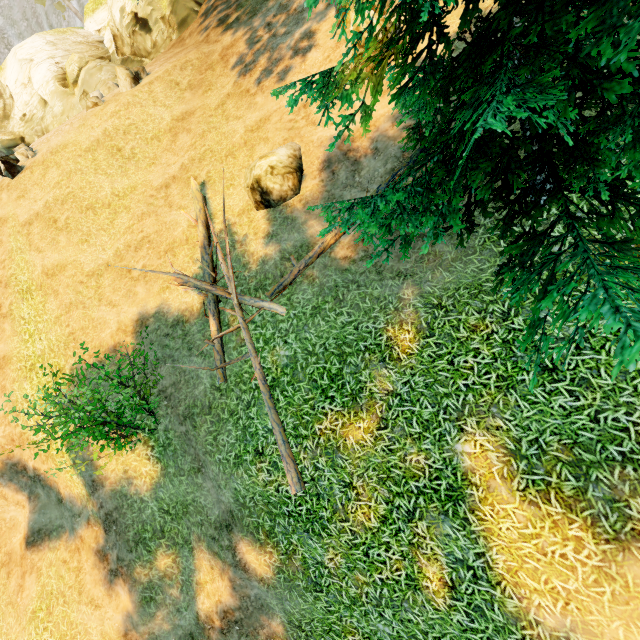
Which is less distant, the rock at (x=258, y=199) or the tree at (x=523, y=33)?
the tree at (x=523, y=33)

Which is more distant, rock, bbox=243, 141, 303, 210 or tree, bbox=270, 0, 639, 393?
rock, bbox=243, 141, 303, 210

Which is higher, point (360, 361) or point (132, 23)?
point (132, 23)

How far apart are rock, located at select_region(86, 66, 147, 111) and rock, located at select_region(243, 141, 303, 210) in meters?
8.5 m

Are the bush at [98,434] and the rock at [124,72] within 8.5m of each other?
no

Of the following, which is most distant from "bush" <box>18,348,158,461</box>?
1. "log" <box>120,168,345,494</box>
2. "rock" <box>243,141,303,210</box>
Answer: "rock" <box>243,141,303,210</box>

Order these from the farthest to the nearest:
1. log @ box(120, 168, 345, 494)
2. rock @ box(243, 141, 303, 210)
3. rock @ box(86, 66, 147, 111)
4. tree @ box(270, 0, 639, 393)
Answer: rock @ box(86, 66, 147, 111)
rock @ box(243, 141, 303, 210)
log @ box(120, 168, 345, 494)
tree @ box(270, 0, 639, 393)

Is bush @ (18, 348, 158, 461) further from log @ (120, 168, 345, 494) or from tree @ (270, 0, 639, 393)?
tree @ (270, 0, 639, 393)
